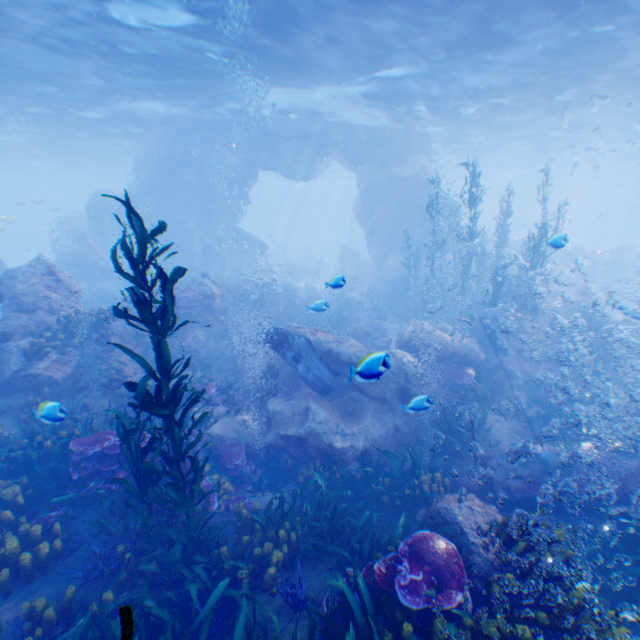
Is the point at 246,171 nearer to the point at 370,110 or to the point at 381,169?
the point at 370,110

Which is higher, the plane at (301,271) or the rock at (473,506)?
the rock at (473,506)

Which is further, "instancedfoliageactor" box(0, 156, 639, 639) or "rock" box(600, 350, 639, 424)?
"rock" box(600, 350, 639, 424)

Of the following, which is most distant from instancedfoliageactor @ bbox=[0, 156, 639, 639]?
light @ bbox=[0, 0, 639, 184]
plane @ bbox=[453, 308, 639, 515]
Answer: light @ bbox=[0, 0, 639, 184]

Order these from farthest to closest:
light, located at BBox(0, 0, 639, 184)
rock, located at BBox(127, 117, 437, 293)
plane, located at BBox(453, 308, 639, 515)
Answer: rock, located at BBox(127, 117, 437, 293) → light, located at BBox(0, 0, 639, 184) → plane, located at BBox(453, 308, 639, 515)

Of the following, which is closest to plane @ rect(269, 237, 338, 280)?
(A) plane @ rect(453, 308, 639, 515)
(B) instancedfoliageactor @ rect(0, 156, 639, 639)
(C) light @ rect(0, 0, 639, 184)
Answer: (C) light @ rect(0, 0, 639, 184)

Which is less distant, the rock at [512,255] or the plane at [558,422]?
the plane at [558,422]

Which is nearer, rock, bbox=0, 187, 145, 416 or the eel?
rock, bbox=0, 187, 145, 416
